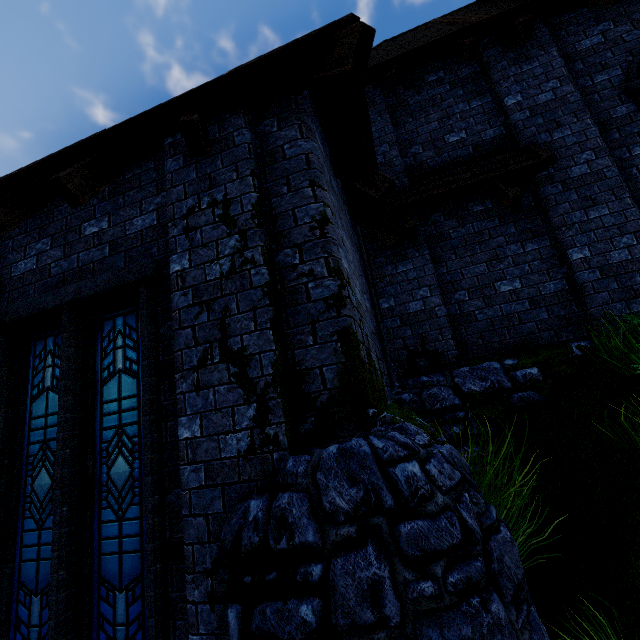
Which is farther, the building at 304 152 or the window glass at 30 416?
the window glass at 30 416

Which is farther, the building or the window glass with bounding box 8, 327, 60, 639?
the window glass with bounding box 8, 327, 60, 639

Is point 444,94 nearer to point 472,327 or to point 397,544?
point 472,327
